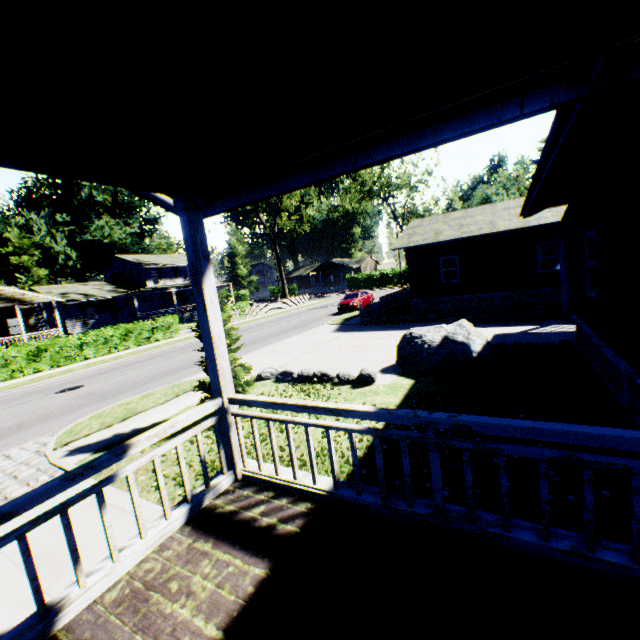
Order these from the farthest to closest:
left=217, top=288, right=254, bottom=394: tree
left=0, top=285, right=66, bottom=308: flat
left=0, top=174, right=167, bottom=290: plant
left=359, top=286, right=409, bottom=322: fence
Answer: left=0, top=174, right=167, bottom=290: plant → left=0, top=285, right=66, bottom=308: flat → left=359, top=286, right=409, bottom=322: fence → left=217, top=288, right=254, bottom=394: tree

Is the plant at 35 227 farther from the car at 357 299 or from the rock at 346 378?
the rock at 346 378

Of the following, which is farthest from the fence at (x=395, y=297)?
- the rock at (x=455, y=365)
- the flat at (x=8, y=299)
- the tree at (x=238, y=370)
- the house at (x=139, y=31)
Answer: the flat at (x=8, y=299)

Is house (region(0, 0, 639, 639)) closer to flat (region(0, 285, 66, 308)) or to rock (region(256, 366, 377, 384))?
rock (region(256, 366, 377, 384))

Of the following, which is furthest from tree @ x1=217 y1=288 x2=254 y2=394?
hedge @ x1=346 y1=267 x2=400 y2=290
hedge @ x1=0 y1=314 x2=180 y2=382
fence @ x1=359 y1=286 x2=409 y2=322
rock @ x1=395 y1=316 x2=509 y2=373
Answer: hedge @ x1=346 y1=267 x2=400 y2=290

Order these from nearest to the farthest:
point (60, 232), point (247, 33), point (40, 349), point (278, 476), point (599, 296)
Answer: point (247, 33) → point (278, 476) → point (599, 296) → point (40, 349) → point (60, 232)

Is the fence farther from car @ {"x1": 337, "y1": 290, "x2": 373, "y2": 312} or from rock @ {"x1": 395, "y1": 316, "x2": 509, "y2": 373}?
rock @ {"x1": 395, "y1": 316, "x2": 509, "y2": 373}

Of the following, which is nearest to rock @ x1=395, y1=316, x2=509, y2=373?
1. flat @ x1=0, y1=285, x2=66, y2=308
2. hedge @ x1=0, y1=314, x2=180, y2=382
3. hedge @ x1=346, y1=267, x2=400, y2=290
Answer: hedge @ x1=0, y1=314, x2=180, y2=382
